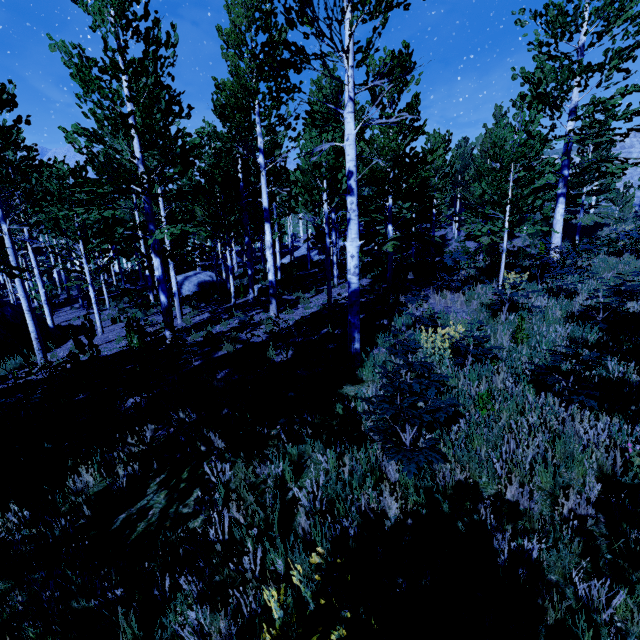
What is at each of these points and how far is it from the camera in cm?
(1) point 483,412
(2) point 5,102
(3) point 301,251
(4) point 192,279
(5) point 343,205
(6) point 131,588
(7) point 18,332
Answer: (1) instancedfoliageactor, 412
(2) instancedfoliageactor, 934
(3) rock, 4531
(4) rock, 2344
(5) instancedfoliageactor, 1309
(6) instancedfoliageactor, 239
(7) rock, 1354

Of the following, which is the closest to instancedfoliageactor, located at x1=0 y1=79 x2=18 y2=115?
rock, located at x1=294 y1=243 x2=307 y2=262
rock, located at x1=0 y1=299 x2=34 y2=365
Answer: rock, located at x1=294 y1=243 x2=307 y2=262

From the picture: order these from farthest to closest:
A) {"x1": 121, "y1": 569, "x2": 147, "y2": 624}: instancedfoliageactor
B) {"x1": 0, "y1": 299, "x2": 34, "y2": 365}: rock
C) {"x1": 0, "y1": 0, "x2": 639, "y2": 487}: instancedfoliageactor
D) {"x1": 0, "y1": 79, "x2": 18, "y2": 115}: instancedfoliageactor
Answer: {"x1": 0, "y1": 299, "x2": 34, "y2": 365}: rock, {"x1": 0, "y1": 79, "x2": 18, "y2": 115}: instancedfoliageactor, {"x1": 0, "y1": 0, "x2": 639, "y2": 487}: instancedfoliageactor, {"x1": 121, "y1": 569, "x2": 147, "y2": 624}: instancedfoliageactor

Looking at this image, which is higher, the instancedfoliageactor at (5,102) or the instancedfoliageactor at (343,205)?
the instancedfoliageactor at (5,102)

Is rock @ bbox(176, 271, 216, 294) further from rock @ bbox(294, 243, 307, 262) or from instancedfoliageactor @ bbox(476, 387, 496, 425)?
rock @ bbox(294, 243, 307, 262)

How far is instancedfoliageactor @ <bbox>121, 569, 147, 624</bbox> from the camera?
2.4m

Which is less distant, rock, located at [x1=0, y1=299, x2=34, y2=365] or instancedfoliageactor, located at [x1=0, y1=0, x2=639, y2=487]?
instancedfoliageactor, located at [x1=0, y1=0, x2=639, y2=487]

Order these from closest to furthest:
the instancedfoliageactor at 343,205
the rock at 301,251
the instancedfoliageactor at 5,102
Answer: the instancedfoliageactor at 343,205 → the instancedfoliageactor at 5,102 → the rock at 301,251
